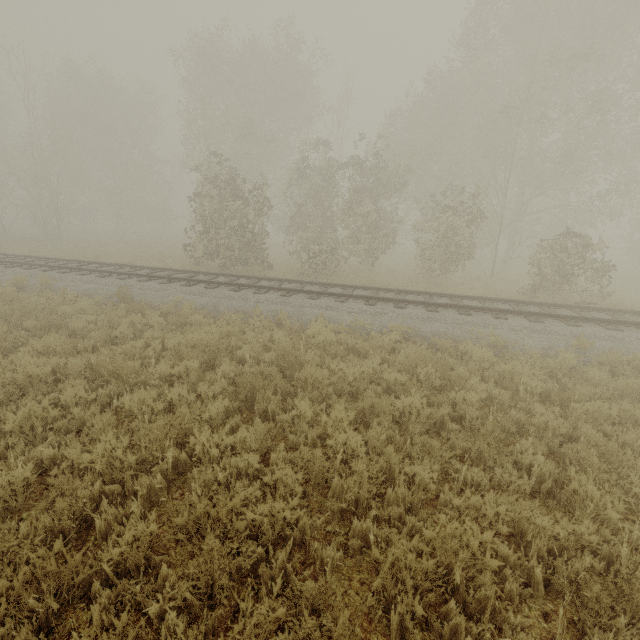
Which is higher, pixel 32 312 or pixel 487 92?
pixel 487 92
